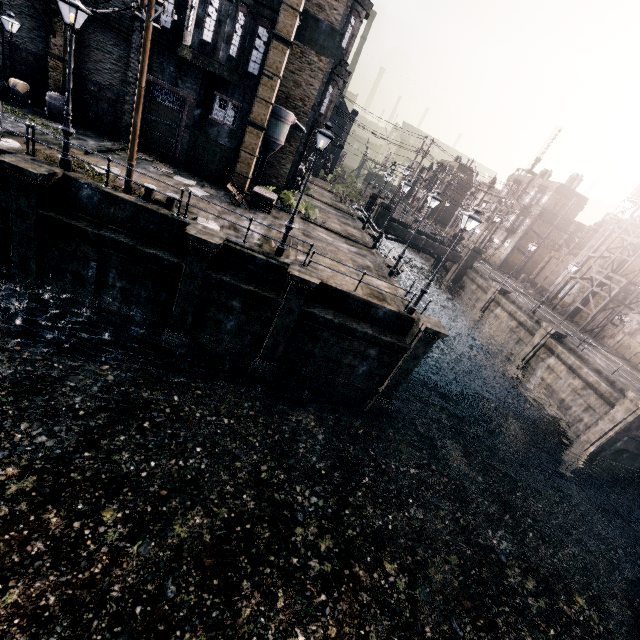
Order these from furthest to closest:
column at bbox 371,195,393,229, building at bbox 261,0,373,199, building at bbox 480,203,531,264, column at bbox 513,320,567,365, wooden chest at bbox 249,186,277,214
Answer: building at bbox 480,203,531,264
column at bbox 371,195,393,229
column at bbox 513,320,567,365
building at bbox 261,0,373,199
wooden chest at bbox 249,186,277,214

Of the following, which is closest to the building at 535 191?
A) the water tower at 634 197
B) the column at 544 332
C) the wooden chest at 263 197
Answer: the water tower at 634 197

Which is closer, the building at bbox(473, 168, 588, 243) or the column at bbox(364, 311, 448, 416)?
the column at bbox(364, 311, 448, 416)

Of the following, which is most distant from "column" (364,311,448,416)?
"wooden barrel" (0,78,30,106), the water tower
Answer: the water tower

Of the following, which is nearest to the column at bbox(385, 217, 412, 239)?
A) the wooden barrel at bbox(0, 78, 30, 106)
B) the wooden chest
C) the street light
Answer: the wooden chest

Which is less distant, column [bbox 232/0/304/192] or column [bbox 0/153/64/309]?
column [bbox 0/153/64/309]

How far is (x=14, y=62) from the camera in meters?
18.9 m

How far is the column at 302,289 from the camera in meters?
14.5
